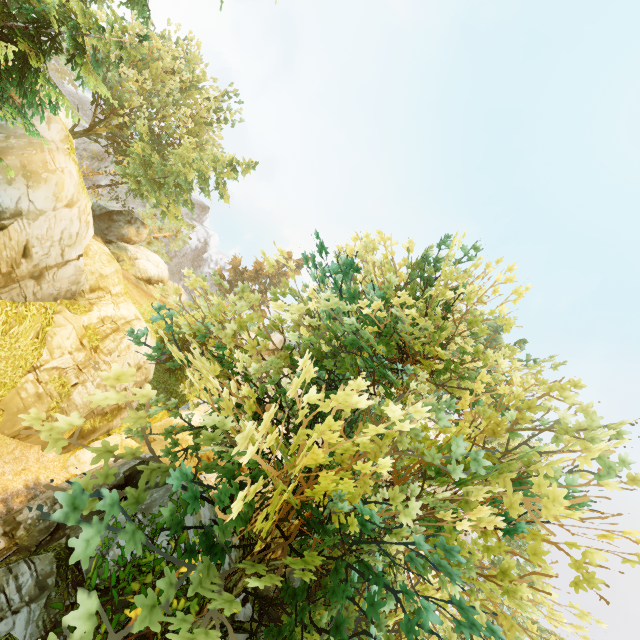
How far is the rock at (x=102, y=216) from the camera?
33.0m

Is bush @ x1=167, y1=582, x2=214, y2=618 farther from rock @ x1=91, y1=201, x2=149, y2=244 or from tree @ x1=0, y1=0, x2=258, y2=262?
rock @ x1=91, y1=201, x2=149, y2=244

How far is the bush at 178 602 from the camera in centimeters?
730cm

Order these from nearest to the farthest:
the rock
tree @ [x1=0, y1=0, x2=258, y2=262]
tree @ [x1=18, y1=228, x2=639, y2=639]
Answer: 1. tree @ [x1=18, y1=228, x2=639, y2=639]
2. tree @ [x1=0, y1=0, x2=258, y2=262]
3. the rock

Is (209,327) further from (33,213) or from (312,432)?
(33,213)

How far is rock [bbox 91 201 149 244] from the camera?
33.03m

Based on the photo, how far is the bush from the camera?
7.3m
